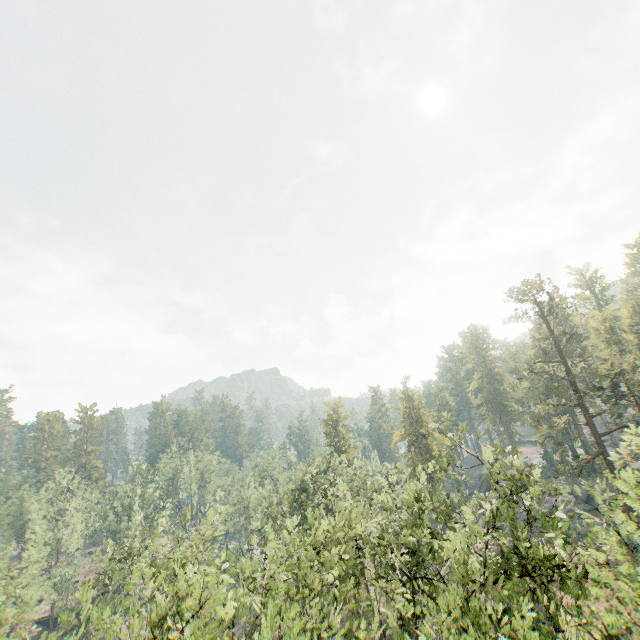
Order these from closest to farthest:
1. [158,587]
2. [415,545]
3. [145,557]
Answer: [145,557] < [415,545] < [158,587]
